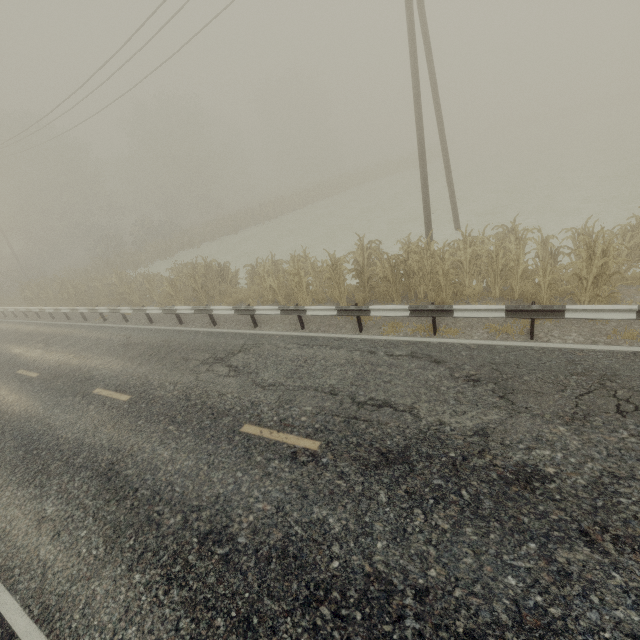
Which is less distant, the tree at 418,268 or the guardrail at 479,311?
the guardrail at 479,311

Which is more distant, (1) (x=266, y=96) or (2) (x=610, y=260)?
(1) (x=266, y=96)

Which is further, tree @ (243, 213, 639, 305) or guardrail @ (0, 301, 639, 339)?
tree @ (243, 213, 639, 305)
